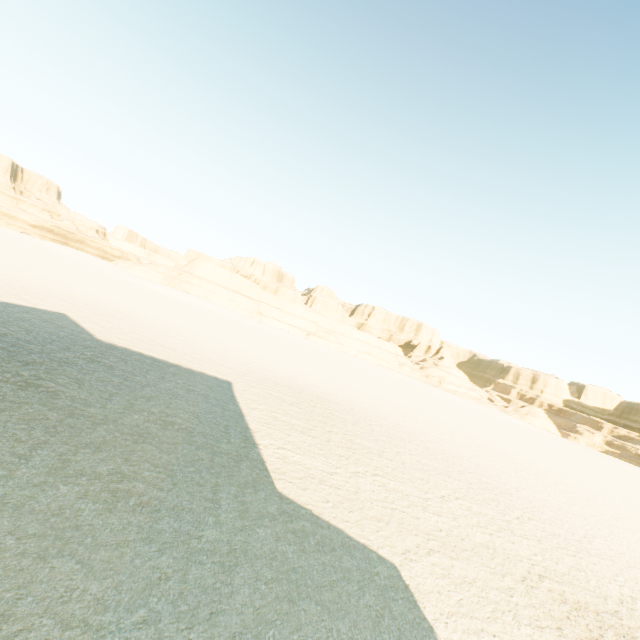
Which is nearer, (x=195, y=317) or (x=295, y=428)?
(x=295, y=428)
